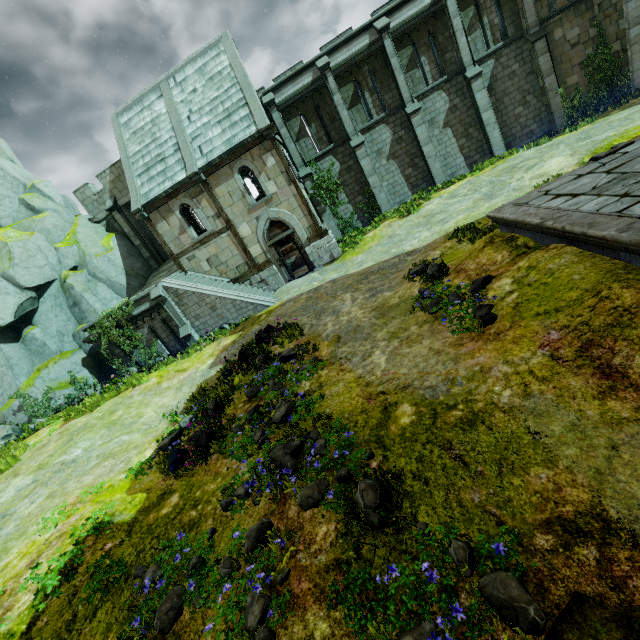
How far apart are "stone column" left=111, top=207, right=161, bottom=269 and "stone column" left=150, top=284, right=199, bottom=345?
7.85m

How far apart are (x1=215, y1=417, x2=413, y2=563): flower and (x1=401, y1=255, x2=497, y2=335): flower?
2.78m

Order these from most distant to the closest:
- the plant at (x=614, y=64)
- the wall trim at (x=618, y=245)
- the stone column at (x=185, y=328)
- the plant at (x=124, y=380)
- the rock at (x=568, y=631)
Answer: the plant at (x=614, y=64), the stone column at (x=185, y=328), the plant at (x=124, y=380), the wall trim at (x=618, y=245), the rock at (x=568, y=631)

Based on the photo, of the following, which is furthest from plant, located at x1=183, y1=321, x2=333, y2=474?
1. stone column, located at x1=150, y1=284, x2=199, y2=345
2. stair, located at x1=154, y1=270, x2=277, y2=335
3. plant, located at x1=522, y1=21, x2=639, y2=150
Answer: plant, located at x1=522, y1=21, x2=639, y2=150

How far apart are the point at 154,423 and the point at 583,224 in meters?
13.0 m

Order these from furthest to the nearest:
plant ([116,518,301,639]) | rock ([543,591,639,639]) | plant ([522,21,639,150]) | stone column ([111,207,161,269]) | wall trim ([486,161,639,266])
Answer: stone column ([111,207,161,269]) < plant ([522,21,639,150]) < wall trim ([486,161,639,266]) < plant ([116,518,301,639]) < rock ([543,591,639,639])

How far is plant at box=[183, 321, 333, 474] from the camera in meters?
6.4 m

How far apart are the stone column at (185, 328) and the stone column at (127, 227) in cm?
785
